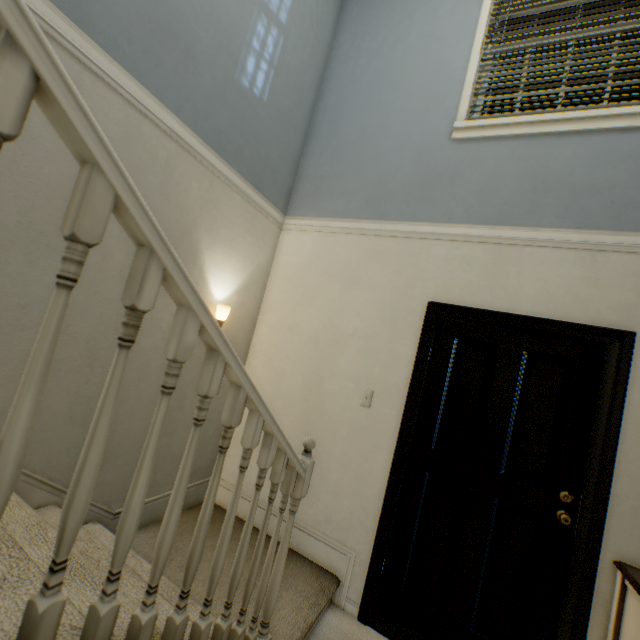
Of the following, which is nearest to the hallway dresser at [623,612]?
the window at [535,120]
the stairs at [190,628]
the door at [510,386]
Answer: the door at [510,386]

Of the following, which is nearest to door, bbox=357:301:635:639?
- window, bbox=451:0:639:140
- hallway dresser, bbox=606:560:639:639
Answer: hallway dresser, bbox=606:560:639:639

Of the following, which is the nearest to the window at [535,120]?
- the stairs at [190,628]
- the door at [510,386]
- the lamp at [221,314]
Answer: the stairs at [190,628]

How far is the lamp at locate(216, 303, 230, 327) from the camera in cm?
233

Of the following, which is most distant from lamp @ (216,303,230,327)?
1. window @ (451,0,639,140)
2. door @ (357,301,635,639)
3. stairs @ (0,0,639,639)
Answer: window @ (451,0,639,140)

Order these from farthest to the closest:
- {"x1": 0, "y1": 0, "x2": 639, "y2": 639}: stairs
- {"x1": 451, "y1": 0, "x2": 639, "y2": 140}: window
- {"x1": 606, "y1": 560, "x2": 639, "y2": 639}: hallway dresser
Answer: {"x1": 451, "y1": 0, "x2": 639, "y2": 140}: window
{"x1": 606, "y1": 560, "x2": 639, "y2": 639}: hallway dresser
{"x1": 0, "y1": 0, "x2": 639, "y2": 639}: stairs

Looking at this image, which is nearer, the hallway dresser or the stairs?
the stairs

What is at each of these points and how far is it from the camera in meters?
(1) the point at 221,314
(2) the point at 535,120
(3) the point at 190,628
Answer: (1) lamp, 2.3 m
(2) window, 2.2 m
(3) stairs, 1.2 m
